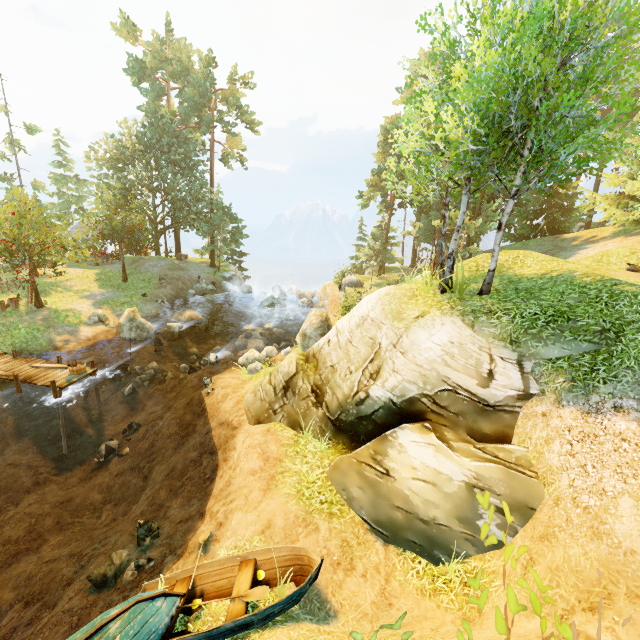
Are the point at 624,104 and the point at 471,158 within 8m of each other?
yes

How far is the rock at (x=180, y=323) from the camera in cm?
2177

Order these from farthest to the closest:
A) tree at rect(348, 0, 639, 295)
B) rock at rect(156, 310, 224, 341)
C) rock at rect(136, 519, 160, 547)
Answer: rock at rect(156, 310, 224, 341), rock at rect(136, 519, 160, 547), tree at rect(348, 0, 639, 295)

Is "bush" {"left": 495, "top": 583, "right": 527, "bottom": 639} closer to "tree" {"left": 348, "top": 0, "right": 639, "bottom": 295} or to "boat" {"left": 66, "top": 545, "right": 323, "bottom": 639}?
"boat" {"left": 66, "top": 545, "right": 323, "bottom": 639}

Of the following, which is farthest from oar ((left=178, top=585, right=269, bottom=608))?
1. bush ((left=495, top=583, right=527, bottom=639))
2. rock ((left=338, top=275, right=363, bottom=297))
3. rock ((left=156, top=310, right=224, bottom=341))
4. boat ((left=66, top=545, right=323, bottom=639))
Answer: rock ((left=338, top=275, right=363, bottom=297))

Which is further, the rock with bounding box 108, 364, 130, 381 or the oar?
the rock with bounding box 108, 364, 130, 381

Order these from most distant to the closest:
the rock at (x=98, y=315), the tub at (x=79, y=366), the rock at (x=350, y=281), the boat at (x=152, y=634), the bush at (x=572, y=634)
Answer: the rock at (x=350, y=281) → the rock at (x=98, y=315) → the tub at (x=79, y=366) → the boat at (x=152, y=634) → the bush at (x=572, y=634)

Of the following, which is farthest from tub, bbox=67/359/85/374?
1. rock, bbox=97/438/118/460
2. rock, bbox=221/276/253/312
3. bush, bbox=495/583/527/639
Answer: rock, bbox=221/276/253/312
